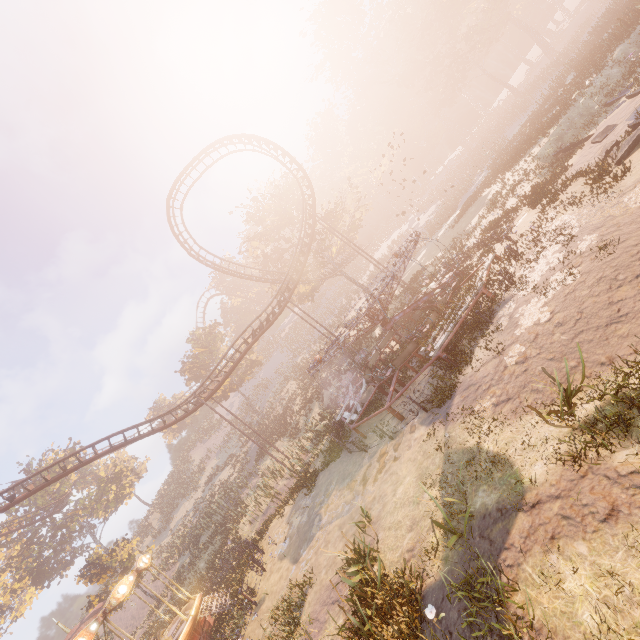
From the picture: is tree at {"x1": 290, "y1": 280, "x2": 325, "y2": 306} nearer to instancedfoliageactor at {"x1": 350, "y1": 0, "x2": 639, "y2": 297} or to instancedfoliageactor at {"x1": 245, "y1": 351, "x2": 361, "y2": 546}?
instancedfoliageactor at {"x1": 350, "y1": 0, "x2": 639, "y2": 297}

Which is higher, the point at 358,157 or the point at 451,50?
the point at 358,157

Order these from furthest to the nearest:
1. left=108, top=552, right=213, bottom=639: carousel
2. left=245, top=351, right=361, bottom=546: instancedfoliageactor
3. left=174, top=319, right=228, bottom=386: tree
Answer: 1. left=174, top=319, right=228, bottom=386: tree
2. left=245, top=351, right=361, bottom=546: instancedfoliageactor
3. left=108, top=552, right=213, bottom=639: carousel

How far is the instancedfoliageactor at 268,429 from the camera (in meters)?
19.00

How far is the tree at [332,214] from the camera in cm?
3573

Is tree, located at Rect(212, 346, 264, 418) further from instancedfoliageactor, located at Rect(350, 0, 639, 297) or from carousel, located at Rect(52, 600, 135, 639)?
carousel, located at Rect(52, 600, 135, 639)

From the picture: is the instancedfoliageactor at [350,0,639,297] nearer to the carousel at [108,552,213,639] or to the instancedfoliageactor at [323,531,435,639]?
the instancedfoliageactor at [323,531,435,639]

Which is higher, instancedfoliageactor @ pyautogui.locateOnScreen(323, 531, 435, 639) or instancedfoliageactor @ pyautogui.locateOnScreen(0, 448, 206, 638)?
instancedfoliageactor @ pyautogui.locateOnScreen(0, 448, 206, 638)
